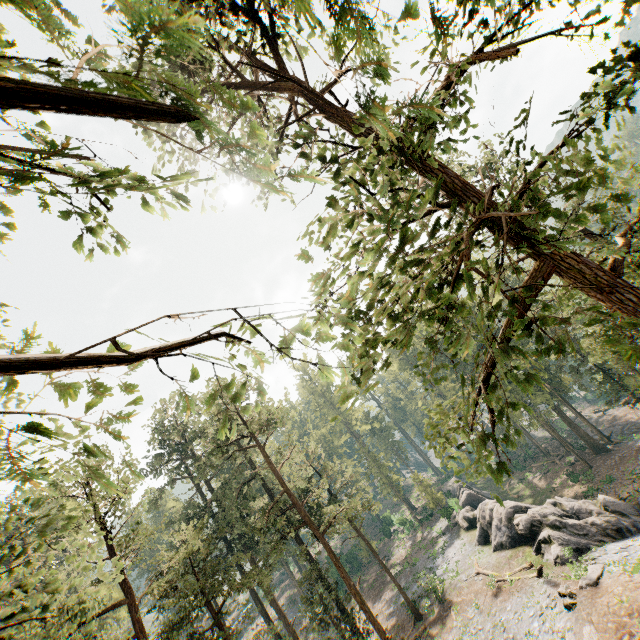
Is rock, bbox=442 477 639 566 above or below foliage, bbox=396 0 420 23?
below

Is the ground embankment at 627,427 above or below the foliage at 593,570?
below

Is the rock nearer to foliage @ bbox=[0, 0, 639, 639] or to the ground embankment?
foliage @ bbox=[0, 0, 639, 639]

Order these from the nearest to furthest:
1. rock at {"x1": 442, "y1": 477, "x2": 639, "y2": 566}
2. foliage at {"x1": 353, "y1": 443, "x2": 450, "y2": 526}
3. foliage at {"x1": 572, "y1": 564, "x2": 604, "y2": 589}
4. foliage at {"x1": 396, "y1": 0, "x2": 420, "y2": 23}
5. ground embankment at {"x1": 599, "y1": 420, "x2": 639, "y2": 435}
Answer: foliage at {"x1": 396, "y1": 0, "x2": 420, "y2": 23}
foliage at {"x1": 572, "y1": 564, "x2": 604, "y2": 589}
rock at {"x1": 442, "y1": 477, "x2": 639, "y2": 566}
ground embankment at {"x1": 599, "y1": 420, "x2": 639, "y2": 435}
foliage at {"x1": 353, "y1": 443, "x2": 450, "y2": 526}

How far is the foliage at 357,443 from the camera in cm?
4375

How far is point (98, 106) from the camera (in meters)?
0.76

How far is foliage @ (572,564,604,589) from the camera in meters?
19.5
